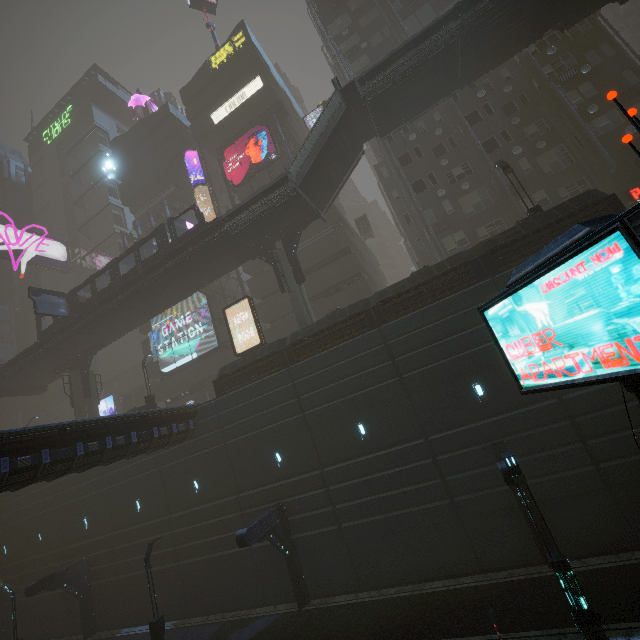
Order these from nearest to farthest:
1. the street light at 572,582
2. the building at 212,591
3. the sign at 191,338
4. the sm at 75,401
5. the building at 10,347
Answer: the street light at 572,582 → the building at 212,591 → the sm at 75,401 → the sign at 191,338 → the building at 10,347

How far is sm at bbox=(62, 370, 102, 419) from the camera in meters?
31.6 m

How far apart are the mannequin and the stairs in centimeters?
4057cm

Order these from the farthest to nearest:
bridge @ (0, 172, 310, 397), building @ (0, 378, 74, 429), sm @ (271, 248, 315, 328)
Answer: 1. building @ (0, 378, 74, 429)
2. bridge @ (0, 172, 310, 397)
3. sm @ (271, 248, 315, 328)

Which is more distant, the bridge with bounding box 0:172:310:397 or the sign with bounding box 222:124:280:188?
the sign with bounding box 222:124:280:188

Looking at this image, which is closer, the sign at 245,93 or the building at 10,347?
the sign at 245,93

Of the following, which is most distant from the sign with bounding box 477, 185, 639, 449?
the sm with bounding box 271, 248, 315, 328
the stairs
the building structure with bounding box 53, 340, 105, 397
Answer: the building structure with bounding box 53, 340, 105, 397

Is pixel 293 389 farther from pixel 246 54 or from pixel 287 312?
pixel 246 54
